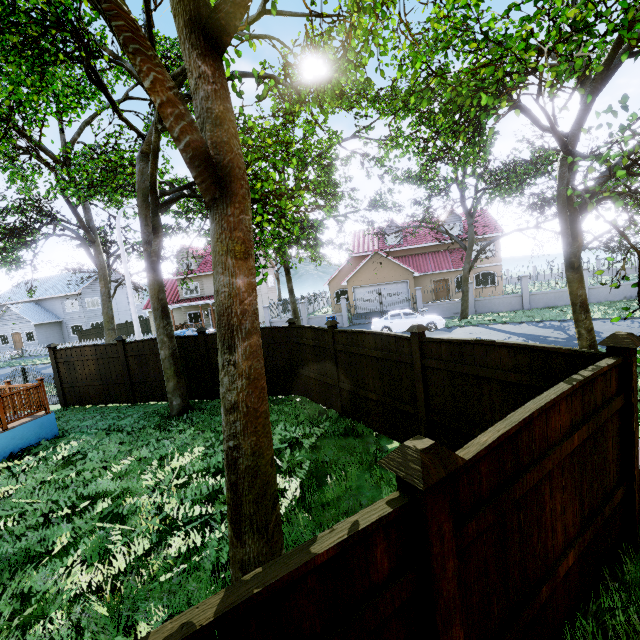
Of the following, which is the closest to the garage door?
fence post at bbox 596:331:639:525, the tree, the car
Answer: the tree

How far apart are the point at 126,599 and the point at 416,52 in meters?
19.3

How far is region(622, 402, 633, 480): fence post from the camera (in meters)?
3.49

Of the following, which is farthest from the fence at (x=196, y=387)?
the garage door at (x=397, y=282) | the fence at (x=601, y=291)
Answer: the fence at (x=601, y=291)

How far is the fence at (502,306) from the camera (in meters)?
22.89

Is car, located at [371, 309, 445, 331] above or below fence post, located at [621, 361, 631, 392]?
below

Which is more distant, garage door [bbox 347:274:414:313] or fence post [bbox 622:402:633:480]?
garage door [bbox 347:274:414:313]

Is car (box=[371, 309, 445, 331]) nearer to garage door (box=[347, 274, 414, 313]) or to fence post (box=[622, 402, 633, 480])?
garage door (box=[347, 274, 414, 313])
